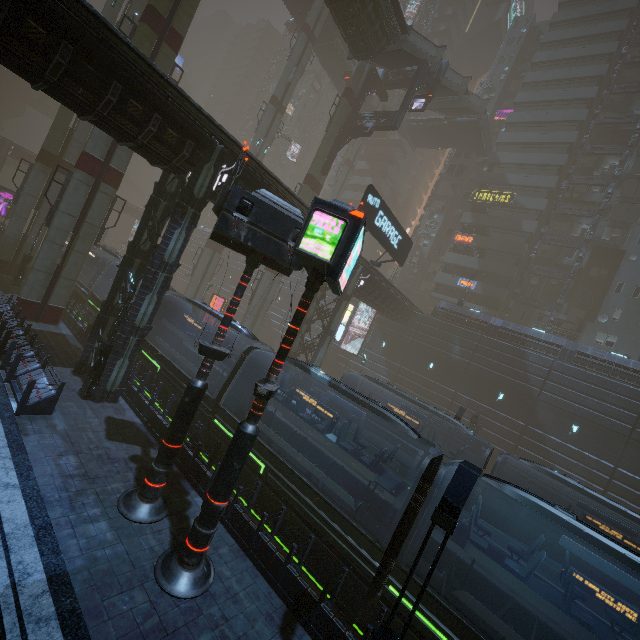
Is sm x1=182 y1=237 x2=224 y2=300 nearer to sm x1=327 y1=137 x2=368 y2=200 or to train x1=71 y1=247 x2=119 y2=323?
train x1=71 y1=247 x2=119 y2=323

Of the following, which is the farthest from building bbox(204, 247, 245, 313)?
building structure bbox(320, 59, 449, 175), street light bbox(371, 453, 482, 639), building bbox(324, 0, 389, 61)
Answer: building bbox(324, 0, 389, 61)

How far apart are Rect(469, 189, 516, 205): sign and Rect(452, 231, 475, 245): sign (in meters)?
4.28

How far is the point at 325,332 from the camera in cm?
2417

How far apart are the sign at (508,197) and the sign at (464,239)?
4.3 meters

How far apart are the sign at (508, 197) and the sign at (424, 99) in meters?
20.0 m

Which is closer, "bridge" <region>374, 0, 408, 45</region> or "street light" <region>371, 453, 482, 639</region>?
"street light" <region>371, 453, 482, 639</region>

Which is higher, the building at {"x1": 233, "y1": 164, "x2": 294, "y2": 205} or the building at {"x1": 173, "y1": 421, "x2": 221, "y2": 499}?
the building at {"x1": 233, "y1": 164, "x2": 294, "y2": 205}
